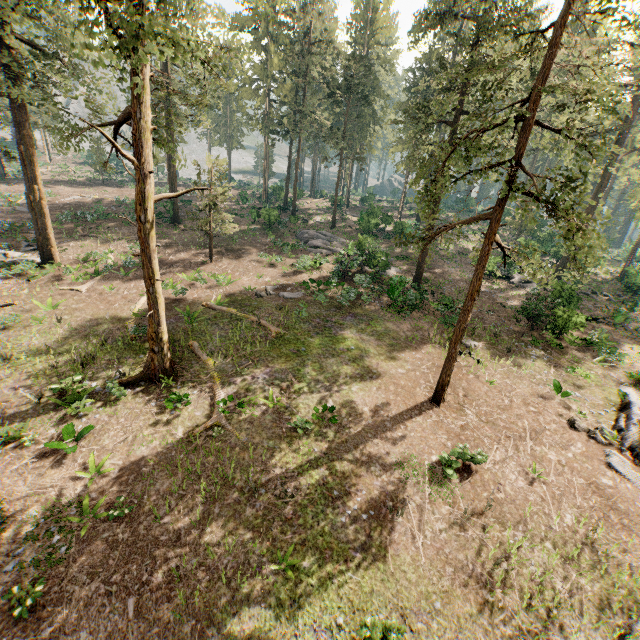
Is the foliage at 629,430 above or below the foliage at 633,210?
below

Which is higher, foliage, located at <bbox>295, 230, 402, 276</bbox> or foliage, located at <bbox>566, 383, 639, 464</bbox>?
foliage, located at <bbox>295, 230, 402, 276</bbox>

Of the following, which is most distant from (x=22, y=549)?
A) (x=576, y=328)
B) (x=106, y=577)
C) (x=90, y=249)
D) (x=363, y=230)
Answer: (x=363, y=230)

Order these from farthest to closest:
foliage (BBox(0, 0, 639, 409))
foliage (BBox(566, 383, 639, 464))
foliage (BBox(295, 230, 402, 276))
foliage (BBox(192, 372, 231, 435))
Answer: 1. foliage (BBox(295, 230, 402, 276))
2. foliage (BBox(566, 383, 639, 464))
3. foliage (BBox(192, 372, 231, 435))
4. foliage (BBox(0, 0, 639, 409))

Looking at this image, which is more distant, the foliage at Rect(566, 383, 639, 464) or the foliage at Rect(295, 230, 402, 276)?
the foliage at Rect(295, 230, 402, 276)

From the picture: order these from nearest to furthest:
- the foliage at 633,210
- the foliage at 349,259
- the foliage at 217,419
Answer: the foliage at 633,210 < the foliage at 217,419 < the foliage at 349,259

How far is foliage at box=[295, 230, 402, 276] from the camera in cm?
2737
